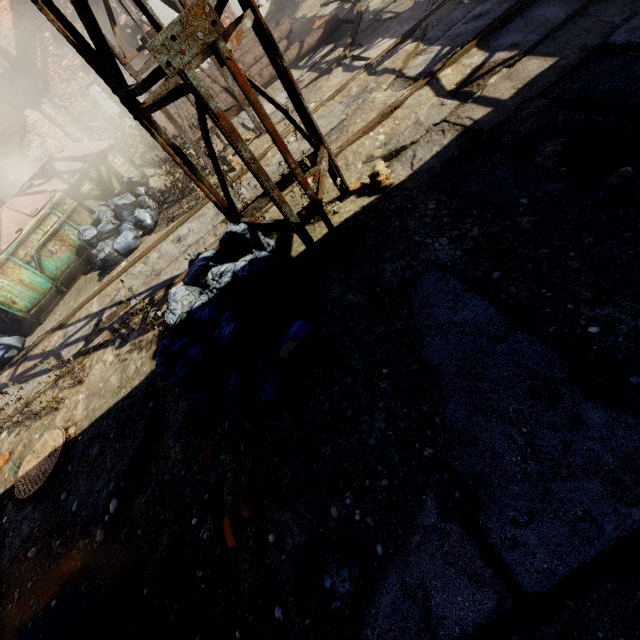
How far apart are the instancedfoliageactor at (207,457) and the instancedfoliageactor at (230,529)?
0.5 meters

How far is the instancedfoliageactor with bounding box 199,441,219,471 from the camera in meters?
2.5 m

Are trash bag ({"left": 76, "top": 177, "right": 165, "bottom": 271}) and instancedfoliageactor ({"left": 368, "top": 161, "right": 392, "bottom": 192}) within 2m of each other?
no

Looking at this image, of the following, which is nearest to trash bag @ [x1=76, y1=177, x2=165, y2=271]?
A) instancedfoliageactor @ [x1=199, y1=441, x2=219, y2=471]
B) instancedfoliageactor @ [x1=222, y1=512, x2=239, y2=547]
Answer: instancedfoliageactor @ [x1=199, y1=441, x2=219, y2=471]

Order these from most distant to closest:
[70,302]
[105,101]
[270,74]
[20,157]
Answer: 1. [105,101]
2. [20,157]
3. [270,74]
4. [70,302]

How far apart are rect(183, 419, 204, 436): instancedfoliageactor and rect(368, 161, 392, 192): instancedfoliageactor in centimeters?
282cm

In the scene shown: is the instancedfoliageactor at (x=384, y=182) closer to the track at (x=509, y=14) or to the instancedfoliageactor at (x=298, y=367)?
the track at (x=509, y=14)

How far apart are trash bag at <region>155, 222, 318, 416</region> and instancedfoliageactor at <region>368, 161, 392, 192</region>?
0.85m
